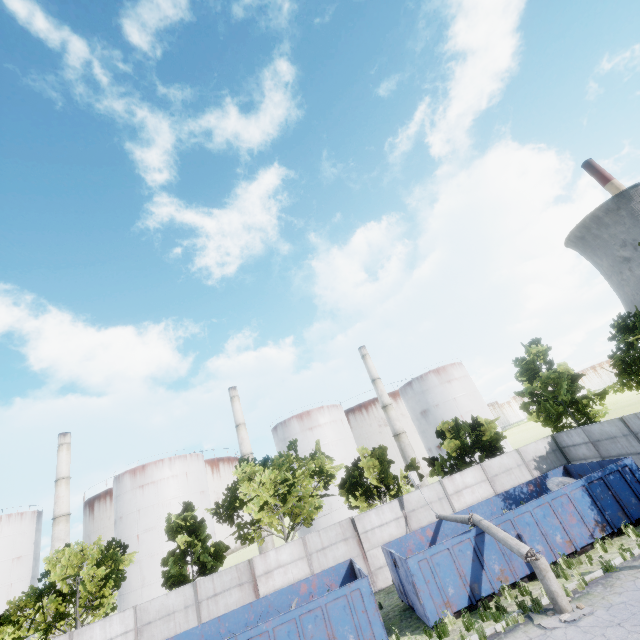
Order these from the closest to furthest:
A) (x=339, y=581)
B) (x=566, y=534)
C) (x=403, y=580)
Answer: (x=566, y=534)
(x=403, y=580)
(x=339, y=581)

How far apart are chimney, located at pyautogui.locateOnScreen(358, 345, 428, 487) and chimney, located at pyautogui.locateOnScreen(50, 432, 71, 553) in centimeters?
4654cm

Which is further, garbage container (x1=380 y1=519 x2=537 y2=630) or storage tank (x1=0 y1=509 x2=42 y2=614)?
storage tank (x1=0 y1=509 x2=42 y2=614)

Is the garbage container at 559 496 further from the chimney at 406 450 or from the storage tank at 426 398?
the storage tank at 426 398

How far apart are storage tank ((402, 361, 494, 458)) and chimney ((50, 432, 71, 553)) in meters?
53.5

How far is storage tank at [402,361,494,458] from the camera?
53.1 meters

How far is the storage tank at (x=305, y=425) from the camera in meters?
49.0 m

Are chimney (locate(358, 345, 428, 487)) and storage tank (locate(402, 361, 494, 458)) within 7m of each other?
yes
